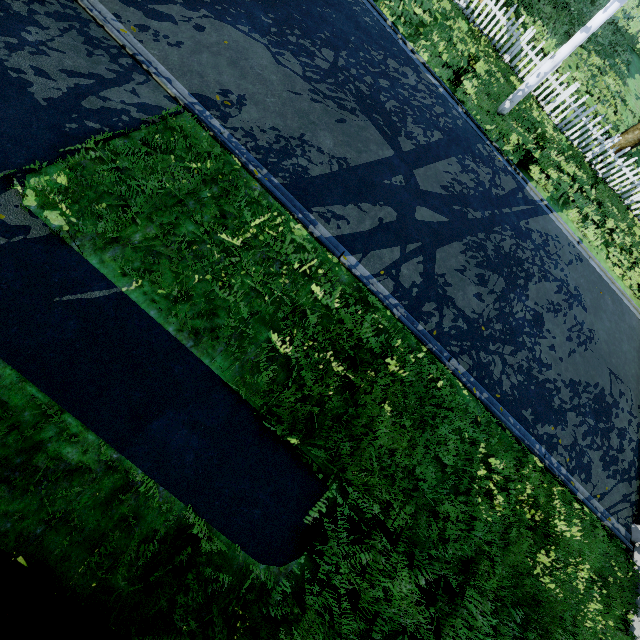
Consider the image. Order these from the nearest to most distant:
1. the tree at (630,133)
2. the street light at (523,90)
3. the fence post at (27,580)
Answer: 1. the fence post at (27,580)
2. the street light at (523,90)
3. the tree at (630,133)

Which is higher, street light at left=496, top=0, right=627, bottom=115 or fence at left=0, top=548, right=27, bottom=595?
street light at left=496, top=0, right=627, bottom=115

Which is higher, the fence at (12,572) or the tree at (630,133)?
the tree at (630,133)

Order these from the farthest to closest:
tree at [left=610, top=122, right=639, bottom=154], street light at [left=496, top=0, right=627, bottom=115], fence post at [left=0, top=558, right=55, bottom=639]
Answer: tree at [left=610, top=122, right=639, bottom=154] → street light at [left=496, top=0, right=627, bottom=115] → fence post at [left=0, top=558, right=55, bottom=639]

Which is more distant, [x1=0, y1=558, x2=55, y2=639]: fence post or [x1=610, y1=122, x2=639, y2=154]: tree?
[x1=610, y1=122, x2=639, y2=154]: tree

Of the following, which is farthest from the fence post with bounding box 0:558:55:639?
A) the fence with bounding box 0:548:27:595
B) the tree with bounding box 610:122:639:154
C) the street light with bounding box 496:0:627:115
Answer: the street light with bounding box 496:0:627:115

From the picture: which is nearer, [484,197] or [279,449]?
[279,449]

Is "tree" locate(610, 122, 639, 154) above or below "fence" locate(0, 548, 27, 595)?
above
